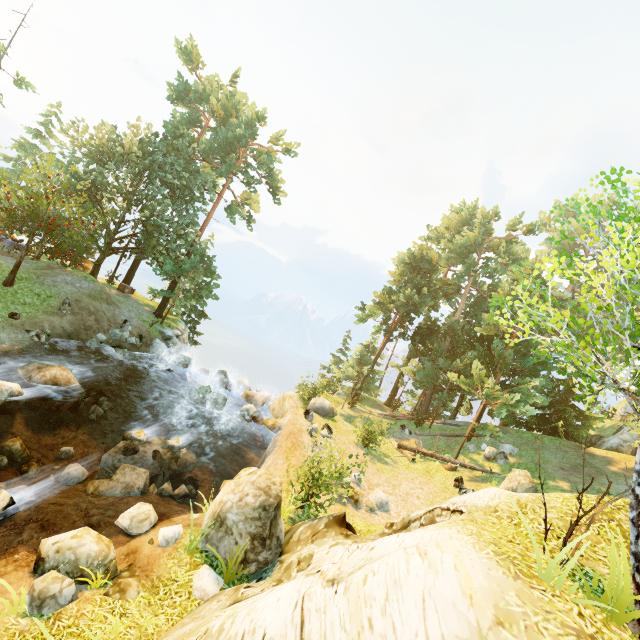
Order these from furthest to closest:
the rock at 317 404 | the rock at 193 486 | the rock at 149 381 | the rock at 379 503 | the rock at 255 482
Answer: the rock at 149 381 < the rock at 317 404 < the rock at 379 503 < the rock at 193 486 < the rock at 255 482

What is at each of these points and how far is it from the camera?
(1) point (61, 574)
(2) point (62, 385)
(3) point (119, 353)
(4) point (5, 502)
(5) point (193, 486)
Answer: (1) rock, 6.44m
(2) rock, 14.08m
(3) rock, 20.77m
(4) rock, 7.88m
(5) rock, 12.77m

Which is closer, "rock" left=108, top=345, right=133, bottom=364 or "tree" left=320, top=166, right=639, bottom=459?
"tree" left=320, top=166, right=639, bottom=459

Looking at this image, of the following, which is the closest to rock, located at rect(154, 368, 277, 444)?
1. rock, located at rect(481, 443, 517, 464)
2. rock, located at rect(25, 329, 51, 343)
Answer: rock, located at rect(25, 329, 51, 343)

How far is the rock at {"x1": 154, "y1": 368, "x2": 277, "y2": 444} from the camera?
18.8 meters

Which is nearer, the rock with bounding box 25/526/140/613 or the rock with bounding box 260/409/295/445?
the rock with bounding box 25/526/140/613

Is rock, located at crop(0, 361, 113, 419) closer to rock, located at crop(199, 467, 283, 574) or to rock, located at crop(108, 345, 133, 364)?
→ rock, located at crop(108, 345, 133, 364)

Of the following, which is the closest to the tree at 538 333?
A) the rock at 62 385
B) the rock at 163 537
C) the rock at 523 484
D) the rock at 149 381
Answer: the rock at 523 484
